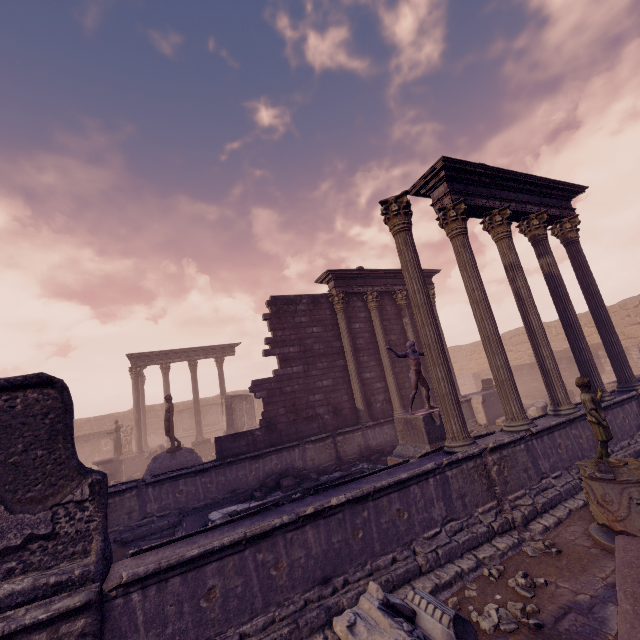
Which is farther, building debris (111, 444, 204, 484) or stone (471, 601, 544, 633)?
building debris (111, 444, 204, 484)

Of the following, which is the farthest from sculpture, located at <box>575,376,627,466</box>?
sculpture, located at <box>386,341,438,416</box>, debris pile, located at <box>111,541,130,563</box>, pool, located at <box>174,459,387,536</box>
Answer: debris pile, located at <box>111,541,130,563</box>

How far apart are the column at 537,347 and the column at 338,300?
5.8 meters

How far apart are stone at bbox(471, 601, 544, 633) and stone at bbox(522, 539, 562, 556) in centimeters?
111cm

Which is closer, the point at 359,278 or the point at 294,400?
the point at 294,400

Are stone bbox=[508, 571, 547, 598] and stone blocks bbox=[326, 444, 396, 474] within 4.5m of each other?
no

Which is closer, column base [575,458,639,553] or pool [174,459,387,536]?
column base [575,458,639,553]

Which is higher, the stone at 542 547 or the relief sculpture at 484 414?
the relief sculpture at 484 414
